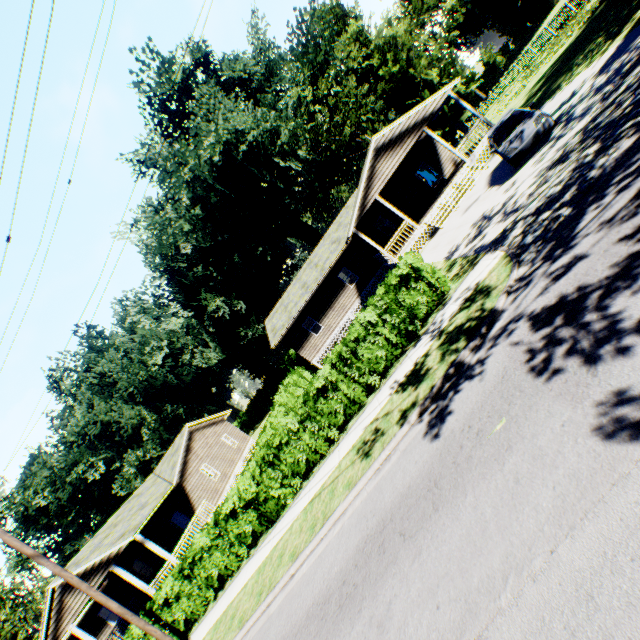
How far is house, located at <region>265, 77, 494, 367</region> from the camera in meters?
20.0 m

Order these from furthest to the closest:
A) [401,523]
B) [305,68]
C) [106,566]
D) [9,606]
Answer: [9,606]
[305,68]
[106,566]
[401,523]

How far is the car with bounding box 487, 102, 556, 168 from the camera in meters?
12.3 m

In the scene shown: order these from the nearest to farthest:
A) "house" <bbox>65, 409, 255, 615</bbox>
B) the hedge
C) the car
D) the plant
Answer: the car, the hedge, "house" <bbox>65, 409, 255, 615</bbox>, the plant

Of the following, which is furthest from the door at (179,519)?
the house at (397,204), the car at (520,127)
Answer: the car at (520,127)

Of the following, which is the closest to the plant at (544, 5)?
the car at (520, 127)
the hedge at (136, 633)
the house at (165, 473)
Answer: the car at (520, 127)

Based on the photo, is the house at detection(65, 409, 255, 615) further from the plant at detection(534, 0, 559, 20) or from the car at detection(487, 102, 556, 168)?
the plant at detection(534, 0, 559, 20)

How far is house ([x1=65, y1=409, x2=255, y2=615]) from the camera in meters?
18.3 m
